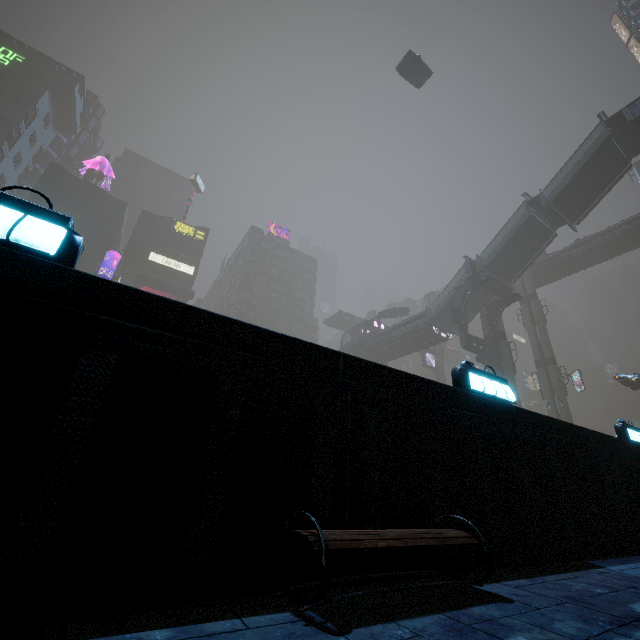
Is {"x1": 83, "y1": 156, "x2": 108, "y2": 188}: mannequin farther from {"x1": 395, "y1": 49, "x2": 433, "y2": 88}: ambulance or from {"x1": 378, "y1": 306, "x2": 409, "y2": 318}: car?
{"x1": 395, "y1": 49, "x2": 433, "y2": 88}: ambulance

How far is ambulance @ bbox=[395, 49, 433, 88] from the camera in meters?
29.7 m

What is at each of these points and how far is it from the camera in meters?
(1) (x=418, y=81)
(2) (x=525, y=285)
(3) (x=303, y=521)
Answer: (1) ambulance, 31.3 m
(2) sm, 43.6 m
(3) building, 2.5 m

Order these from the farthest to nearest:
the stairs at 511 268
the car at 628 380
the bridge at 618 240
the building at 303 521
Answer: the bridge at 618 240 → the car at 628 380 → the stairs at 511 268 → the building at 303 521

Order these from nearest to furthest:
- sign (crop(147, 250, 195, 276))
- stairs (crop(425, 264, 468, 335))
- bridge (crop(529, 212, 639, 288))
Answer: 1. stairs (crop(425, 264, 468, 335))
2. bridge (crop(529, 212, 639, 288))
3. sign (crop(147, 250, 195, 276))

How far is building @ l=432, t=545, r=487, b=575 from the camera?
3.1m

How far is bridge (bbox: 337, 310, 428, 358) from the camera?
36.2m

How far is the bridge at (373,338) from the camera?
36.19m
